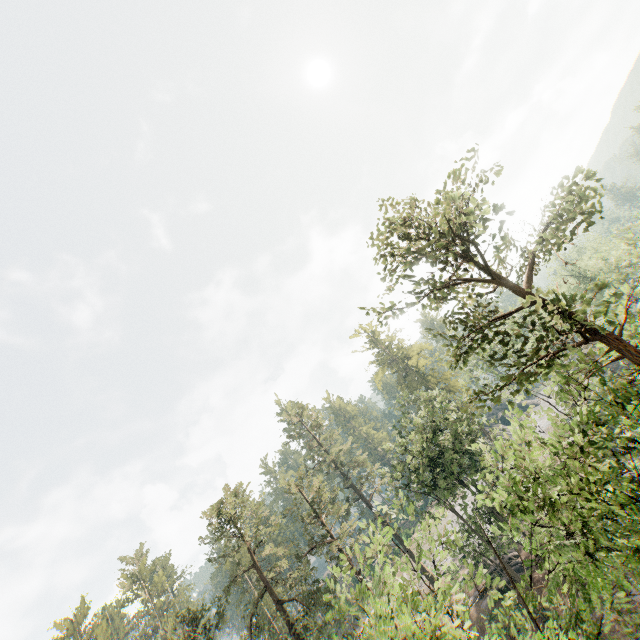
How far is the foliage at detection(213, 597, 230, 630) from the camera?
26.0 meters

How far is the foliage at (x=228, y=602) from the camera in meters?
26.0 m

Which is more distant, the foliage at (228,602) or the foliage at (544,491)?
the foliage at (228,602)

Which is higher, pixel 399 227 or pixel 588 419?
pixel 399 227

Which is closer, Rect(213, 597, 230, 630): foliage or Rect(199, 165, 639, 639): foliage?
Rect(199, 165, 639, 639): foliage
